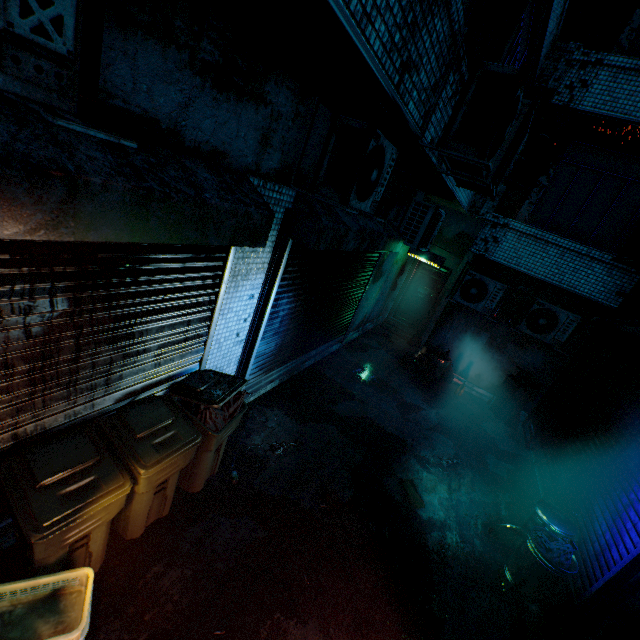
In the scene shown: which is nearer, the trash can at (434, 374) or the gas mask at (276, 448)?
the gas mask at (276, 448)

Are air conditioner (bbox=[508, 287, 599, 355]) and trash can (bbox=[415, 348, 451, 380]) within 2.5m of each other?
yes

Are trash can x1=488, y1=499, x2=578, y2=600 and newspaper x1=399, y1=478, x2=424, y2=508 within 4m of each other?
yes

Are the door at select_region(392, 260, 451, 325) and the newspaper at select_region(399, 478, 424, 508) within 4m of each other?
no

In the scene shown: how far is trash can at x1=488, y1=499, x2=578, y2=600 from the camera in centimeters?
330cm

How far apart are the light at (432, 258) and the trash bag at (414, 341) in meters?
2.0 m

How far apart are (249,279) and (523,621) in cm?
436

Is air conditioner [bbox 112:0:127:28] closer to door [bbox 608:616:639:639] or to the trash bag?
door [bbox 608:616:639:639]
